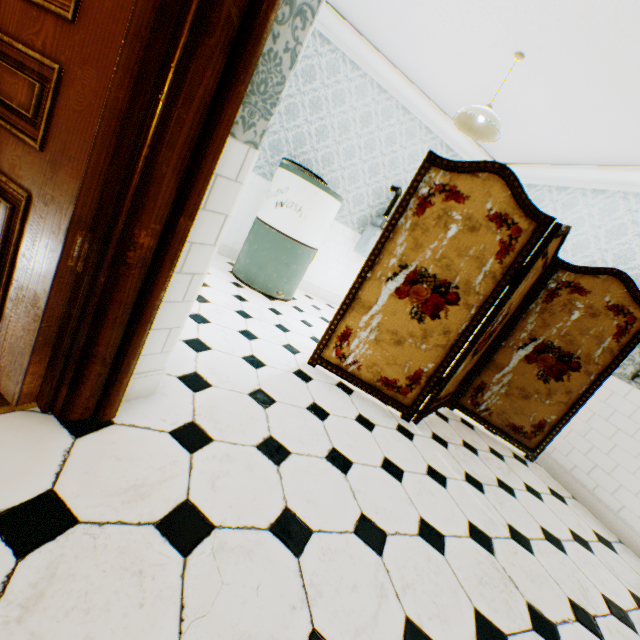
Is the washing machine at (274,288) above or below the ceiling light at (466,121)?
below

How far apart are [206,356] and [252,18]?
1.7 meters

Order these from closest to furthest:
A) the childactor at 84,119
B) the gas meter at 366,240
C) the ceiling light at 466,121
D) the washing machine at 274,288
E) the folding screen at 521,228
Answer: the childactor at 84,119 → the folding screen at 521,228 → the ceiling light at 466,121 → the washing machine at 274,288 → the gas meter at 366,240

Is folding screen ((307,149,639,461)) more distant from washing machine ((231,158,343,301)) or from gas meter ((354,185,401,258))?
gas meter ((354,185,401,258))

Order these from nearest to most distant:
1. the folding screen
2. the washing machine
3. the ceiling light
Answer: the folding screen → the ceiling light → the washing machine

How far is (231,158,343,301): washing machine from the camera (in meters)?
3.55

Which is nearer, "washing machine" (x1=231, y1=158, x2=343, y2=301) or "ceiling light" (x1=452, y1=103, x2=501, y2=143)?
"ceiling light" (x1=452, y1=103, x2=501, y2=143)

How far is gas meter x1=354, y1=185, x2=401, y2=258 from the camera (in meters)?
4.71
